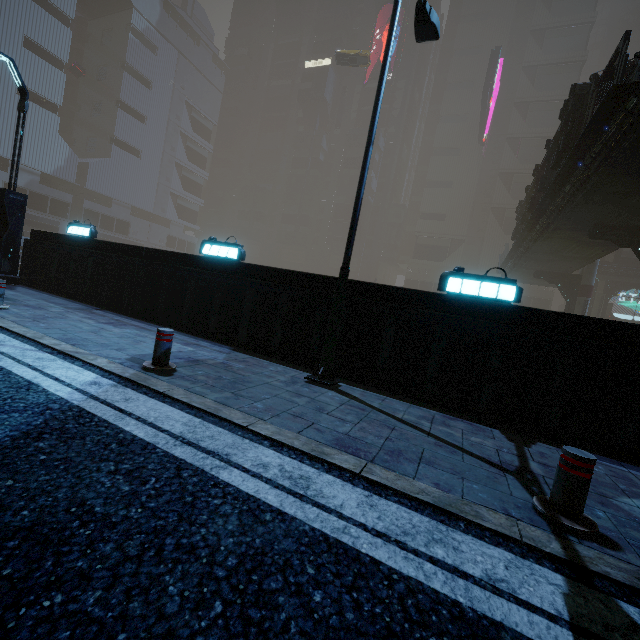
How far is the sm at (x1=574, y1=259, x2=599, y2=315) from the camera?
26.8 meters

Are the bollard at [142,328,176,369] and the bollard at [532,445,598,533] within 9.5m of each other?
yes

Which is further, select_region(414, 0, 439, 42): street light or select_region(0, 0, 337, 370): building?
select_region(0, 0, 337, 370): building

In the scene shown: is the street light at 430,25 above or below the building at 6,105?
below

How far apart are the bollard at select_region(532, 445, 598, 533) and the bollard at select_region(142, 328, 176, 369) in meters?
4.7 m

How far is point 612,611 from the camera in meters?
1.9 m

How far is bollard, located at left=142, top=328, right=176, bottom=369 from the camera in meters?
4.6

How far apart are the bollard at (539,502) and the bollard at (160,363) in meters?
4.7 m
